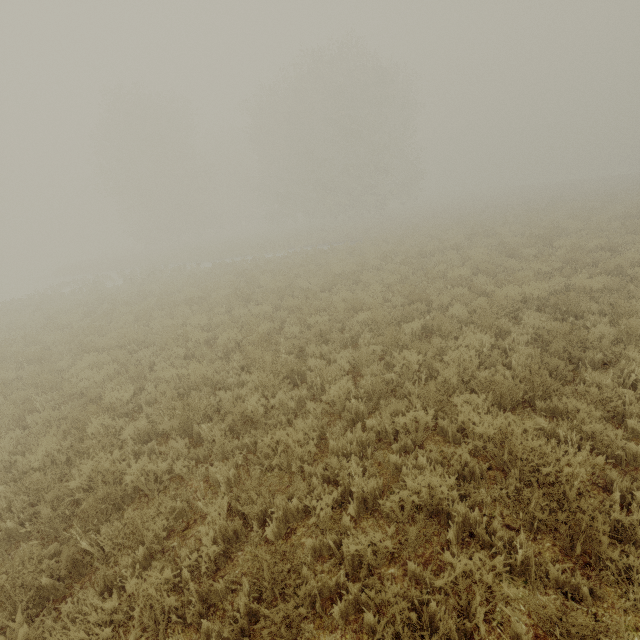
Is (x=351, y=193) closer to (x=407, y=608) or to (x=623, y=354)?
(x=623, y=354)
